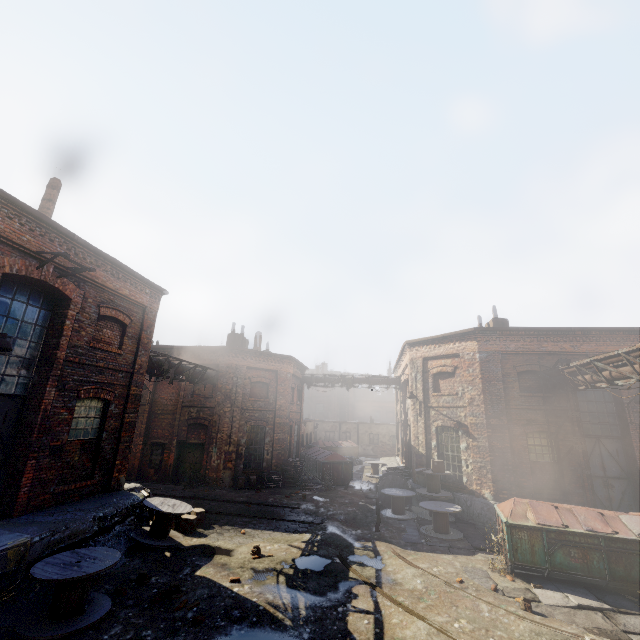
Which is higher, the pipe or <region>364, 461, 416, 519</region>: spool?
the pipe

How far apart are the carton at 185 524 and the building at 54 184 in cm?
1056

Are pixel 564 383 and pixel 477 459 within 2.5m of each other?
no

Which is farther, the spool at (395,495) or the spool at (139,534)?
the spool at (395,495)

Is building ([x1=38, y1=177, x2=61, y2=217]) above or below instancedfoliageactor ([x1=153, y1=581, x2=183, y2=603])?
above

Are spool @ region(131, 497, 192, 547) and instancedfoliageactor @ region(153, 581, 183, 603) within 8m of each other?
yes

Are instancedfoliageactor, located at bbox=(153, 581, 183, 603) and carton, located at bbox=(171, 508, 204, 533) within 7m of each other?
yes

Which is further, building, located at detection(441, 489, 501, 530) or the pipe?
building, located at detection(441, 489, 501, 530)
